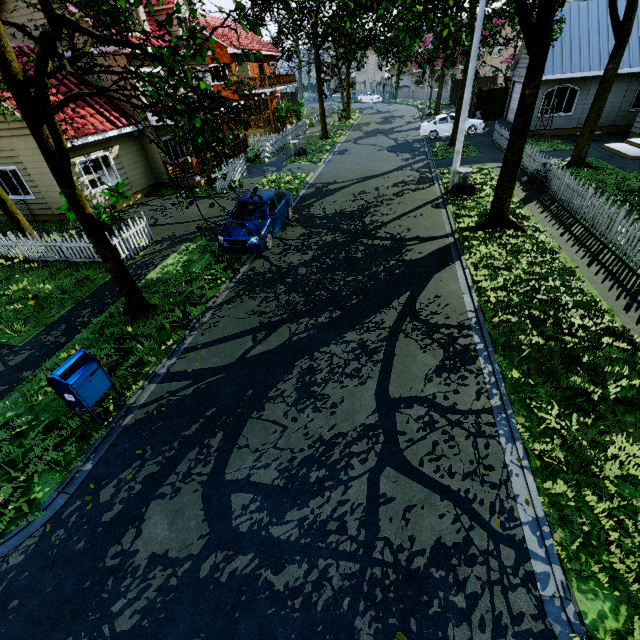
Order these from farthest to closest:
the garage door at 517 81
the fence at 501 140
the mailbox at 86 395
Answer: the garage door at 517 81, the fence at 501 140, the mailbox at 86 395

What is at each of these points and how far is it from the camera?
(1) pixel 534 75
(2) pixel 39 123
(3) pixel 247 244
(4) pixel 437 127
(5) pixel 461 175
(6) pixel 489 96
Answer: (1) tree, 8.7 meters
(2) tree, 5.9 meters
(3) car, 10.6 meters
(4) car, 24.3 meters
(5) trash can, 13.8 meters
(6) fence, 26.6 meters

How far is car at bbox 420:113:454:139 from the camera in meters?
24.1 m

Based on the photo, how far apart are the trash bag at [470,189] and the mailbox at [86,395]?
14.22m

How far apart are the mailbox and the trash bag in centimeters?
1422cm

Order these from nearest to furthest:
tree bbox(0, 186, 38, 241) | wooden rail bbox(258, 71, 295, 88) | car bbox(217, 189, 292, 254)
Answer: car bbox(217, 189, 292, 254), tree bbox(0, 186, 38, 241), wooden rail bbox(258, 71, 295, 88)

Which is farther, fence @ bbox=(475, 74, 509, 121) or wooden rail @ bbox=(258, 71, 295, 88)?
wooden rail @ bbox=(258, 71, 295, 88)

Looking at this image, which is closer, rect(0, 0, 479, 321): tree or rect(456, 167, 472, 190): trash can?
rect(0, 0, 479, 321): tree
